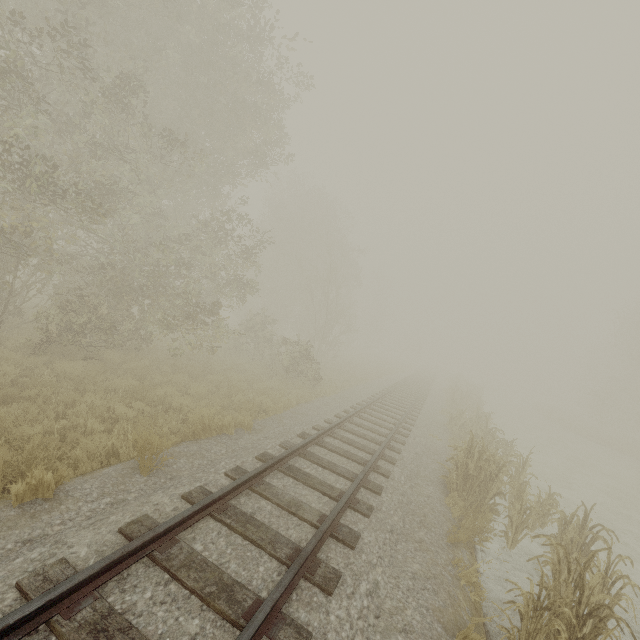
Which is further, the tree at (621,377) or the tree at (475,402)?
the tree at (621,377)

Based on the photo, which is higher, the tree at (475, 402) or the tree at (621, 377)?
the tree at (621, 377)

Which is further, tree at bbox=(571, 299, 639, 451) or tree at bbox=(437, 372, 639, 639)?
tree at bbox=(571, 299, 639, 451)

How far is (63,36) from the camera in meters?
7.1

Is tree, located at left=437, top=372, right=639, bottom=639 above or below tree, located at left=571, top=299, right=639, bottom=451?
below
